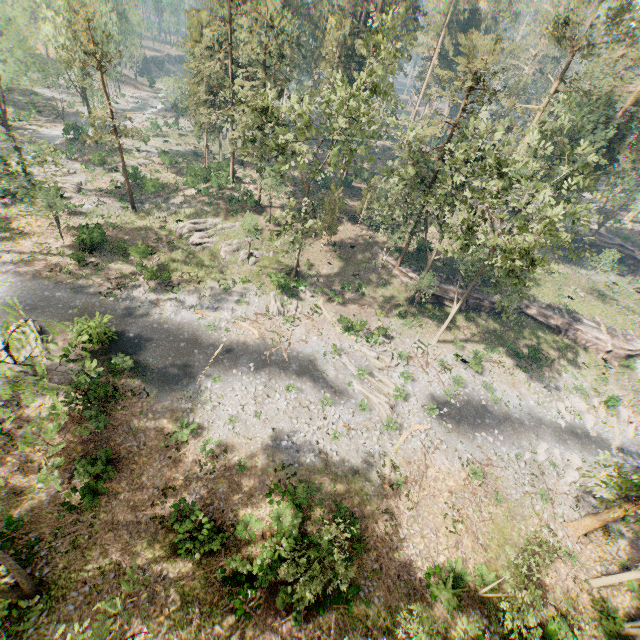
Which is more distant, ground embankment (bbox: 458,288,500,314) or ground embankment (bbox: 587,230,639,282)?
ground embankment (bbox: 587,230,639,282)

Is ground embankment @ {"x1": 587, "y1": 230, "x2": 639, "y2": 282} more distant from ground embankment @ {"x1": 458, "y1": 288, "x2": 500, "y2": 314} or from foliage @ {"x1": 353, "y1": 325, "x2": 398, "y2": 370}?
ground embankment @ {"x1": 458, "y1": 288, "x2": 500, "y2": 314}

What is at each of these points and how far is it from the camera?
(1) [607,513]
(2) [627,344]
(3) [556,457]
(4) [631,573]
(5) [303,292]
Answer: (1) foliage, 20.48m
(2) ground embankment, 36.78m
(3) foliage, 26.72m
(4) foliage, 18.28m
(5) foliage, 35.22m

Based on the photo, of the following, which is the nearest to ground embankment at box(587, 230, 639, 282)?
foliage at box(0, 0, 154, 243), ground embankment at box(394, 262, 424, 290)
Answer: foliage at box(0, 0, 154, 243)

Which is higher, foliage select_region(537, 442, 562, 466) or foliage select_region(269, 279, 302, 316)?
foliage select_region(269, 279, 302, 316)

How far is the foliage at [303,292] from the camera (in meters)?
33.72

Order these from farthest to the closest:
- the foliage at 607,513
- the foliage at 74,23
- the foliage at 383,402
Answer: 1. the foliage at 74,23
2. the foliage at 383,402
3. the foliage at 607,513
